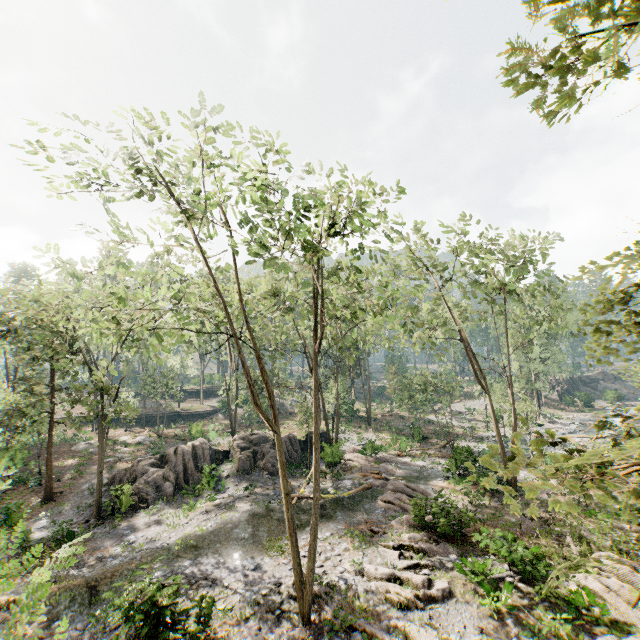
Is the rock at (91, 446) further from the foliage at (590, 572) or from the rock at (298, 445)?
the rock at (298, 445)

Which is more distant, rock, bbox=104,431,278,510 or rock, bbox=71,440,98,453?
rock, bbox=71,440,98,453

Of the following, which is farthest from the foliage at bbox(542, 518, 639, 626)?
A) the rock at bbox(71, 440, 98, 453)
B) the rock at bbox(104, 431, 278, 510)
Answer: the rock at bbox(104, 431, 278, 510)

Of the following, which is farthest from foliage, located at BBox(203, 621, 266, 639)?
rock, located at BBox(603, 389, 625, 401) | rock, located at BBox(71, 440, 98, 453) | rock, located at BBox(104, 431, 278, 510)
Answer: rock, located at BBox(603, 389, 625, 401)

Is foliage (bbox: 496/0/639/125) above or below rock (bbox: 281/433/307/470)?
above

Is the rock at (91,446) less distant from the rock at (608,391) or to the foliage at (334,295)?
the foliage at (334,295)

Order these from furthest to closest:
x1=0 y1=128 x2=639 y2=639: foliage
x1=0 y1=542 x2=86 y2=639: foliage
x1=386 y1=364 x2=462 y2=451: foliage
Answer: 1. x1=386 y1=364 x2=462 y2=451: foliage
2. x1=0 y1=128 x2=639 y2=639: foliage
3. x1=0 y1=542 x2=86 y2=639: foliage

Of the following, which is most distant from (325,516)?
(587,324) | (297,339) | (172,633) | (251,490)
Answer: (587,324)
